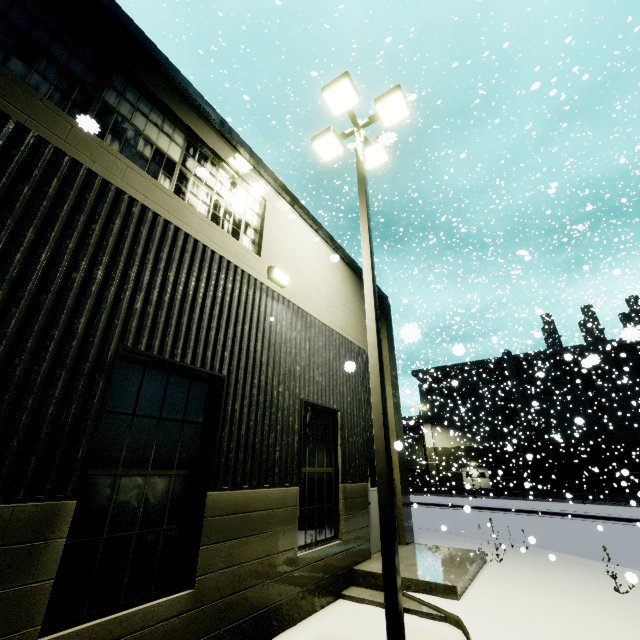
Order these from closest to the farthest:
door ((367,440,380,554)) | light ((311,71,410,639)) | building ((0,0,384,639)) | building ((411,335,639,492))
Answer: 1. building ((0,0,384,639))
2. light ((311,71,410,639))
3. door ((367,440,380,554))
4. building ((411,335,639,492))

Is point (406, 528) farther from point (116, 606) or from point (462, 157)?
point (462, 157)

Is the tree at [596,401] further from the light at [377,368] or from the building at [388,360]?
the light at [377,368]

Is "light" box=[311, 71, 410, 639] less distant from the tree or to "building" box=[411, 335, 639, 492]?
"building" box=[411, 335, 639, 492]

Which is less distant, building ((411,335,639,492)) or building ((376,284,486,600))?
building ((376,284,486,600))

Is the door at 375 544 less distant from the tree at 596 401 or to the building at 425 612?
the building at 425 612

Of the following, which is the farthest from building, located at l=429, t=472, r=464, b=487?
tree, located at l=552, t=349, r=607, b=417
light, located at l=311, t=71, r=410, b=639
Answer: light, located at l=311, t=71, r=410, b=639
